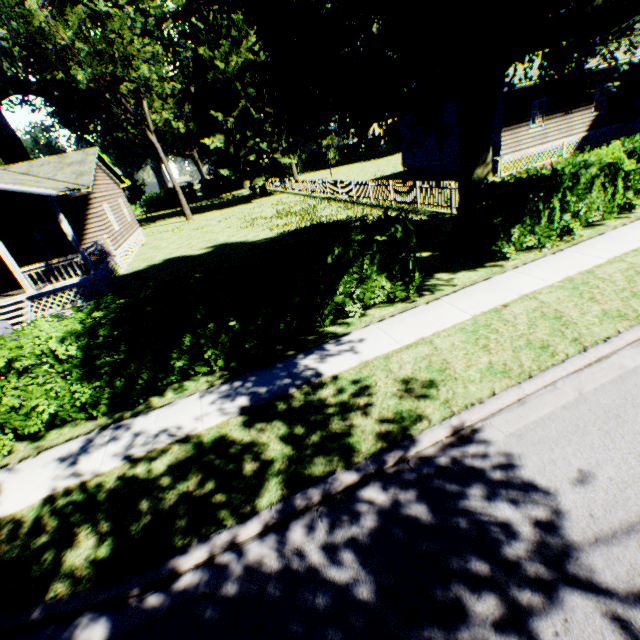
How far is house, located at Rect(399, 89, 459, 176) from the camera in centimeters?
2110cm

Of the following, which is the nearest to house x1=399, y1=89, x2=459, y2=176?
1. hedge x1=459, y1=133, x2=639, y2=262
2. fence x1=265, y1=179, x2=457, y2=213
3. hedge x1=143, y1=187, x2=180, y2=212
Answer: fence x1=265, y1=179, x2=457, y2=213

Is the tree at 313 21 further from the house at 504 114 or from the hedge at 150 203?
the hedge at 150 203

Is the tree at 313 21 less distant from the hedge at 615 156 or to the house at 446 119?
the hedge at 615 156

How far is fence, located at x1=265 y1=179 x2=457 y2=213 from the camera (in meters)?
14.65

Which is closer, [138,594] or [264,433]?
[138,594]

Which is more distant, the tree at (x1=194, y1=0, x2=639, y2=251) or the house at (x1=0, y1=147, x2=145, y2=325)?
the house at (x1=0, y1=147, x2=145, y2=325)

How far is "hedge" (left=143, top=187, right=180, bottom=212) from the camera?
53.7m
